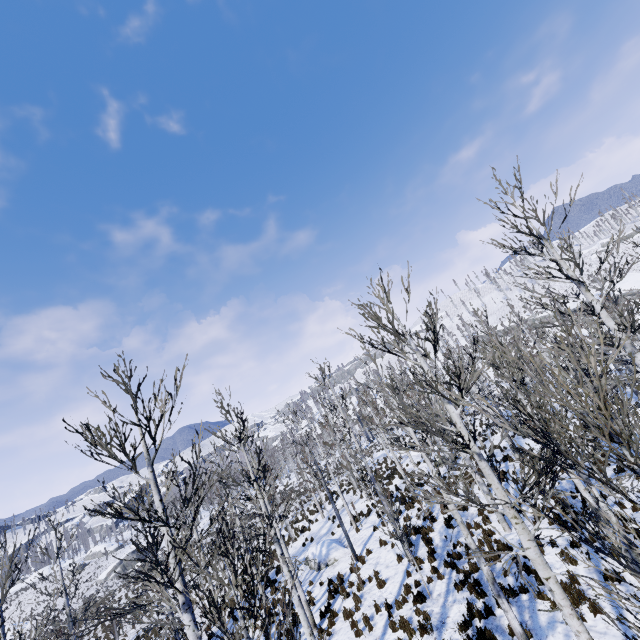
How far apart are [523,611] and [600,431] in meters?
10.7

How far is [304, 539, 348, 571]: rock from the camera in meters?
17.7

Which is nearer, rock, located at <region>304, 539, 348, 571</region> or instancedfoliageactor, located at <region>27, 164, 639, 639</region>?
instancedfoliageactor, located at <region>27, 164, 639, 639</region>

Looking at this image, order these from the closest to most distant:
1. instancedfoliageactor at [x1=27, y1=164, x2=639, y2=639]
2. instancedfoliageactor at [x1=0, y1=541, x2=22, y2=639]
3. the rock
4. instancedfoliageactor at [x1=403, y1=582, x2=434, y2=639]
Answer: instancedfoliageactor at [x1=27, y1=164, x2=639, y2=639] → instancedfoliageactor at [x1=0, y1=541, x2=22, y2=639] → instancedfoliageactor at [x1=403, y1=582, x2=434, y2=639] → the rock

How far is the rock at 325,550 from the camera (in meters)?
17.70

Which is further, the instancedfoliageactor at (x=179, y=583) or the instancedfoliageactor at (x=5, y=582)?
the instancedfoliageactor at (x=5, y=582)

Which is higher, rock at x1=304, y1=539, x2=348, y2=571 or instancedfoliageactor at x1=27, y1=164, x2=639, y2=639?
instancedfoliageactor at x1=27, y1=164, x2=639, y2=639

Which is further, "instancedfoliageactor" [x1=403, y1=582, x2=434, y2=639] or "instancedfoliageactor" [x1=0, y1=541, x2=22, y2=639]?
"instancedfoliageactor" [x1=403, y1=582, x2=434, y2=639]
